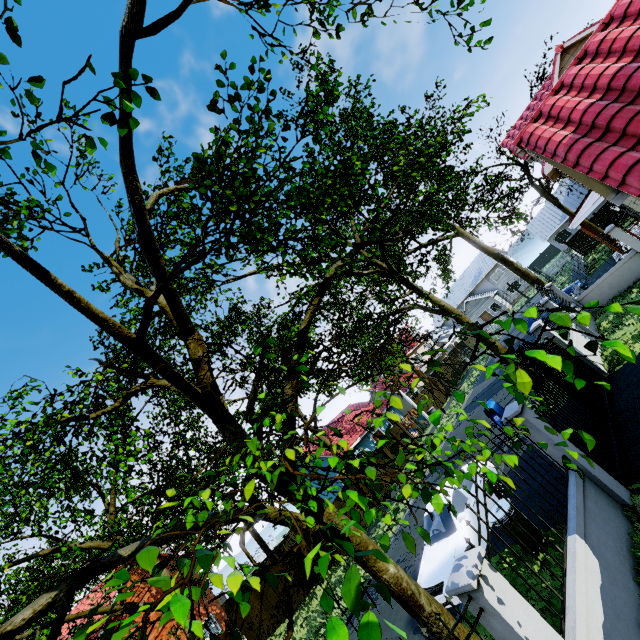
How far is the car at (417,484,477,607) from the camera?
7.7m

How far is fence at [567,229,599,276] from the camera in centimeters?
1493cm

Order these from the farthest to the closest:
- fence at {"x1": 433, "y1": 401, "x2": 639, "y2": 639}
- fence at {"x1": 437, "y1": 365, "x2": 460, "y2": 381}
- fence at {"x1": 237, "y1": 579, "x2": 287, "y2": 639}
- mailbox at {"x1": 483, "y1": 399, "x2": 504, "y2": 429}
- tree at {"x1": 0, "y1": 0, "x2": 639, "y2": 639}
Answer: fence at {"x1": 437, "y1": 365, "x2": 460, "y2": 381} < fence at {"x1": 237, "y1": 579, "x2": 287, "y2": 639} < mailbox at {"x1": 483, "y1": 399, "x2": 504, "y2": 429} < fence at {"x1": 433, "y1": 401, "x2": 639, "y2": 639} < tree at {"x1": 0, "y1": 0, "x2": 639, "y2": 639}

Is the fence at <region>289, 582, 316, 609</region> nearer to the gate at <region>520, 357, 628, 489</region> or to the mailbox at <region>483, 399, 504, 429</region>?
the gate at <region>520, 357, 628, 489</region>

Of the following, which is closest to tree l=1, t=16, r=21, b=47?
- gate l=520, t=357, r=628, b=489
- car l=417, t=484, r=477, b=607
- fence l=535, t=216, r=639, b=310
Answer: fence l=535, t=216, r=639, b=310

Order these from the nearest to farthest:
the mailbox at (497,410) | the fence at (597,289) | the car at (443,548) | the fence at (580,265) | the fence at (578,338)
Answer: the car at (443,548) → the fence at (578,338) → the mailbox at (497,410) → the fence at (597,289) → the fence at (580,265)

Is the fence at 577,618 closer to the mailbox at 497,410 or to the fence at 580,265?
the fence at 580,265

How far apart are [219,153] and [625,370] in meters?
12.0 m
